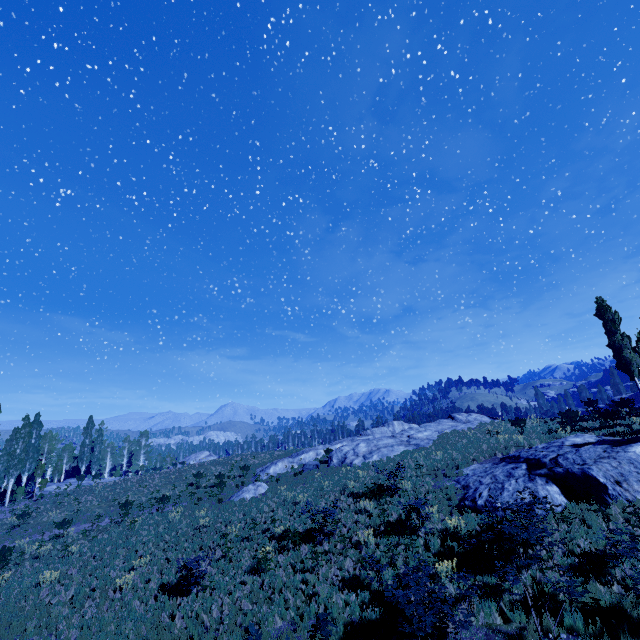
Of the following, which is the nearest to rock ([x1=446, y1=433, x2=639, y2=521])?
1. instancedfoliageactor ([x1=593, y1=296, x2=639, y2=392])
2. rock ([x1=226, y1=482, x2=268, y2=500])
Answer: instancedfoliageactor ([x1=593, y1=296, x2=639, y2=392])

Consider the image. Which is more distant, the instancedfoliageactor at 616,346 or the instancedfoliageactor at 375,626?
the instancedfoliageactor at 616,346

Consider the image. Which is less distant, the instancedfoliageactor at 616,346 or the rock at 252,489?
the rock at 252,489

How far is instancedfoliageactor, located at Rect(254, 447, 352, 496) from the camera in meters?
26.1

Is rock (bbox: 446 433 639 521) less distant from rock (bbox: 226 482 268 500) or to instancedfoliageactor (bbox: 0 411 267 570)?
instancedfoliageactor (bbox: 0 411 267 570)

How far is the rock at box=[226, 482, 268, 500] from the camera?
26.5m

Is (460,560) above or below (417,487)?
below
